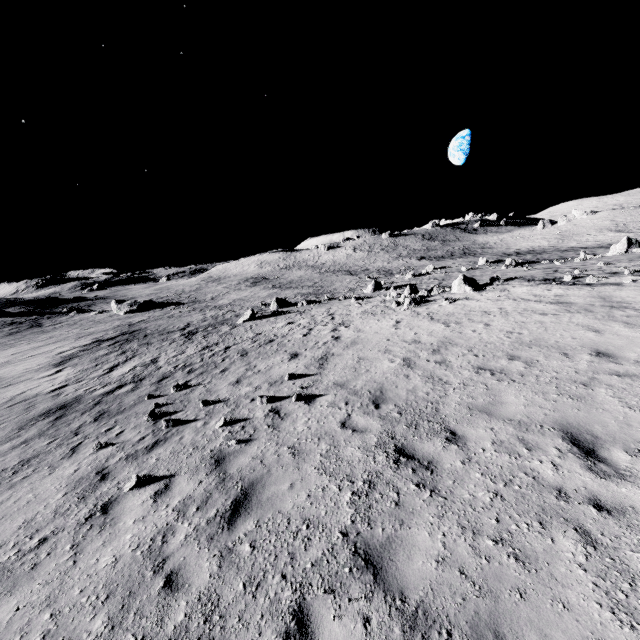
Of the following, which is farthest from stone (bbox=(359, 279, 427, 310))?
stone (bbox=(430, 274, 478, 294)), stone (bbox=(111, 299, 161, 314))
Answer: stone (bbox=(111, 299, 161, 314))

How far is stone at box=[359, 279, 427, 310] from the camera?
19.5 meters

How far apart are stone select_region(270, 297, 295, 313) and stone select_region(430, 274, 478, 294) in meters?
17.1 m

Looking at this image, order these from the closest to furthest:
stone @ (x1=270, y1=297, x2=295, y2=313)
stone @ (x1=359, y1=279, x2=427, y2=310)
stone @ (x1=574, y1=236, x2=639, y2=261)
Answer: stone @ (x1=359, y1=279, x2=427, y2=310) < stone @ (x1=574, y1=236, x2=639, y2=261) < stone @ (x1=270, y1=297, x2=295, y2=313)

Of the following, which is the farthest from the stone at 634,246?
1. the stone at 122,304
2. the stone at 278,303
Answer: the stone at 122,304

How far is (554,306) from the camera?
12.43m

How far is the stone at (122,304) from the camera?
52.9 meters

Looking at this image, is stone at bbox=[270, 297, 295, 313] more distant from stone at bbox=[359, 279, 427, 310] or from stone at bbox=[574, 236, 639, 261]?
stone at bbox=[574, 236, 639, 261]
